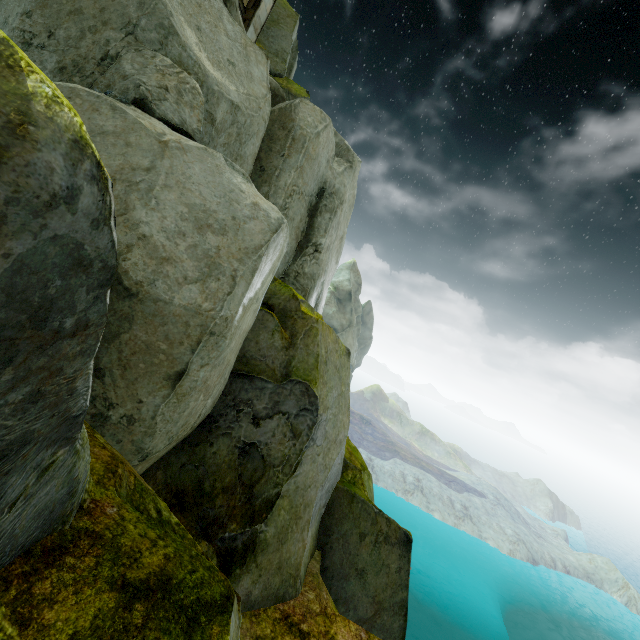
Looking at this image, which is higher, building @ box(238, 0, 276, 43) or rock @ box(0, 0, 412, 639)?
building @ box(238, 0, 276, 43)

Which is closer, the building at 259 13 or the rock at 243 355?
the rock at 243 355

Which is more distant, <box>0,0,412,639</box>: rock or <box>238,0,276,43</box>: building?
<box>238,0,276,43</box>: building

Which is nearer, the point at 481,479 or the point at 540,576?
the point at 540,576

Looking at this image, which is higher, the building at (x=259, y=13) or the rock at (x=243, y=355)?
the building at (x=259, y=13)
